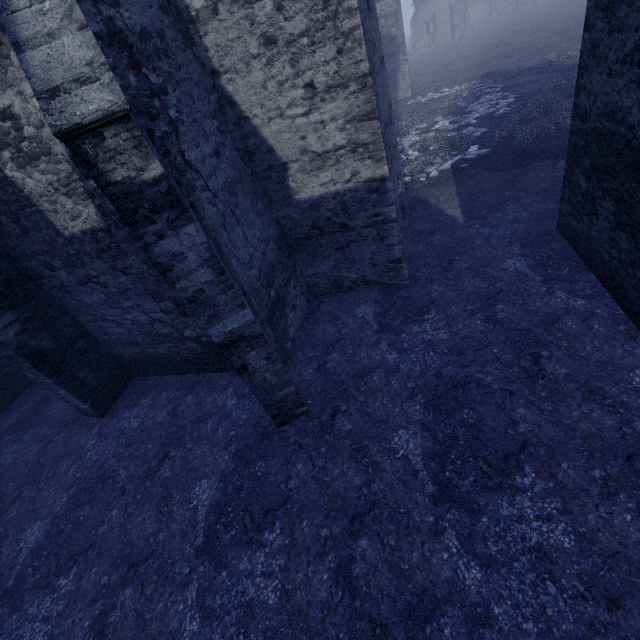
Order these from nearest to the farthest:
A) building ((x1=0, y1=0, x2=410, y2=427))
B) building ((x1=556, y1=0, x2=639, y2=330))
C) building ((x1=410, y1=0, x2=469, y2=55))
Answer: building ((x1=0, y1=0, x2=410, y2=427)) < building ((x1=556, y1=0, x2=639, y2=330)) < building ((x1=410, y1=0, x2=469, y2=55))

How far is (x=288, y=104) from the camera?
5.58m

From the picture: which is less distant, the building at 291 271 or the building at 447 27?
the building at 291 271

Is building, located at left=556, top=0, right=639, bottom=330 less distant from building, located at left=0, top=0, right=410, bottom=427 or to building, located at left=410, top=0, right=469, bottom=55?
building, located at left=0, top=0, right=410, bottom=427

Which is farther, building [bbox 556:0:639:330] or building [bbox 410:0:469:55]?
building [bbox 410:0:469:55]

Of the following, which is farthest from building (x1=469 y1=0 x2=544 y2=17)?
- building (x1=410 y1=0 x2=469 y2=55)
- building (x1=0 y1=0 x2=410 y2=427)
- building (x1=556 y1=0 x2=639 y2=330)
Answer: building (x1=0 y1=0 x2=410 y2=427)

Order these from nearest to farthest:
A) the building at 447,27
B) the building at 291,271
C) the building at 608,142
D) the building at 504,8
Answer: the building at 291,271
the building at 608,142
the building at 447,27
the building at 504,8

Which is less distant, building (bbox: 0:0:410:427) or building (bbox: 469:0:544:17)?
building (bbox: 0:0:410:427)
